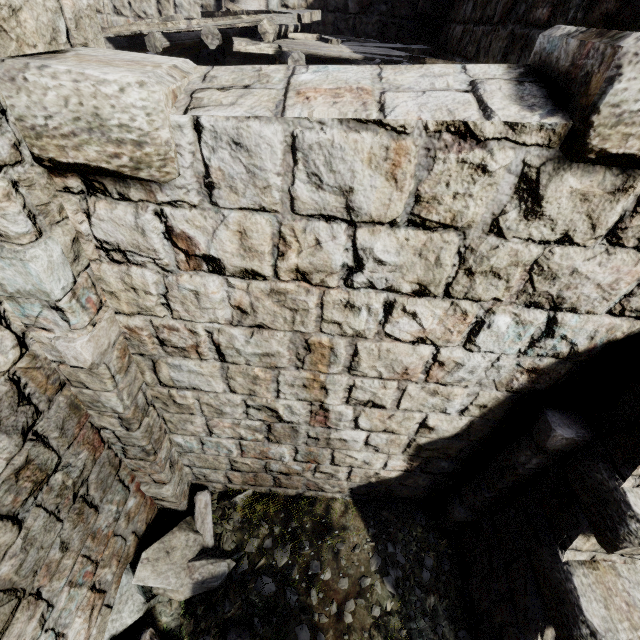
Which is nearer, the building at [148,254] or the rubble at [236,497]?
the building at [148,254]

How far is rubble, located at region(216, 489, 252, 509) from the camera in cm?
475

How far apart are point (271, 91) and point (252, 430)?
3.1 meters

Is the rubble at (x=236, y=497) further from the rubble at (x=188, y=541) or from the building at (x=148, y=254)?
the building at (x=148, y=254)

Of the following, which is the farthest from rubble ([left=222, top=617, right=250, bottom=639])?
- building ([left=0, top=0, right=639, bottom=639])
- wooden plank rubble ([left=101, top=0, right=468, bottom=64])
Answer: wooden plank rubble ([left=101, top=0, right=468, bottom=64])

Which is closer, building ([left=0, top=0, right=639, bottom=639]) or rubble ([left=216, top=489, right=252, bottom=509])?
building ([left=0, top=0, right=639, bottom=639])

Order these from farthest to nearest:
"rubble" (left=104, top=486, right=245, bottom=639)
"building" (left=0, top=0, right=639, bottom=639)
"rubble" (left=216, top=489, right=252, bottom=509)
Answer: "rubble" (left=216, top=489, right=252, bottom=509), "rubble" (left=104, top=486, right=245, bottom=639), "building" (left=0, top=0, right=639, bottom=639)
